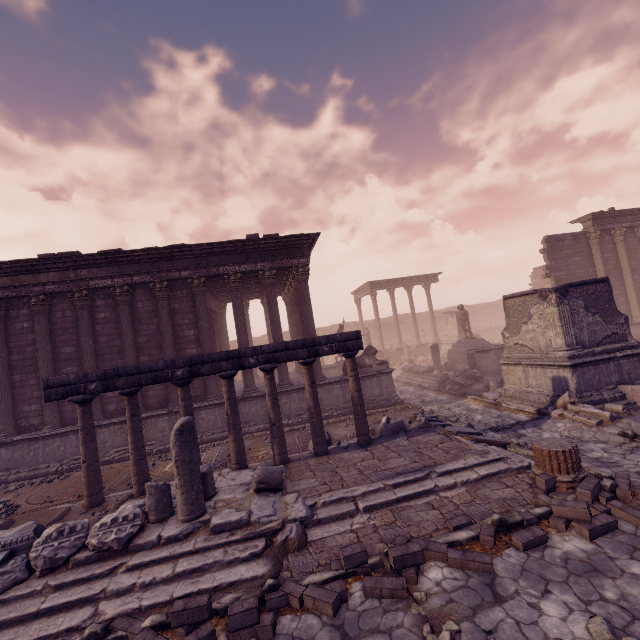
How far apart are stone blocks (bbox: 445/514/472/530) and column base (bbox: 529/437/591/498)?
1.62m

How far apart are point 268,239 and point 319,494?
9.8m

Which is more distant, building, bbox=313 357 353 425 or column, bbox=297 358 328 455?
building, bbox=313 357 353 425

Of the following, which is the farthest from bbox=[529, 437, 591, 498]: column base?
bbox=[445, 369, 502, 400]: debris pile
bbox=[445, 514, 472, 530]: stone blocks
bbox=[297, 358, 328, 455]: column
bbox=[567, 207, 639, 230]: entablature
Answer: bbox=[567, 207, 639, 230]: entablature

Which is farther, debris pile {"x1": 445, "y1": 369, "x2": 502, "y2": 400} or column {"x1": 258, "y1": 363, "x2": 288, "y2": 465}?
debris pile {"x1": 445, "y1": 369, "x2": 502, "y2": 400}

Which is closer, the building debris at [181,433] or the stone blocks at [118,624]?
the stone blocks at [118,624]

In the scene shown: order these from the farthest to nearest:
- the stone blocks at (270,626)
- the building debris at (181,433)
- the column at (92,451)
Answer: the column at (92,451)
the building debris at (181,433)
the stone blocks at (270,626)

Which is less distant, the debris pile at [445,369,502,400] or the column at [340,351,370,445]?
the column at [340,351,370,445]
